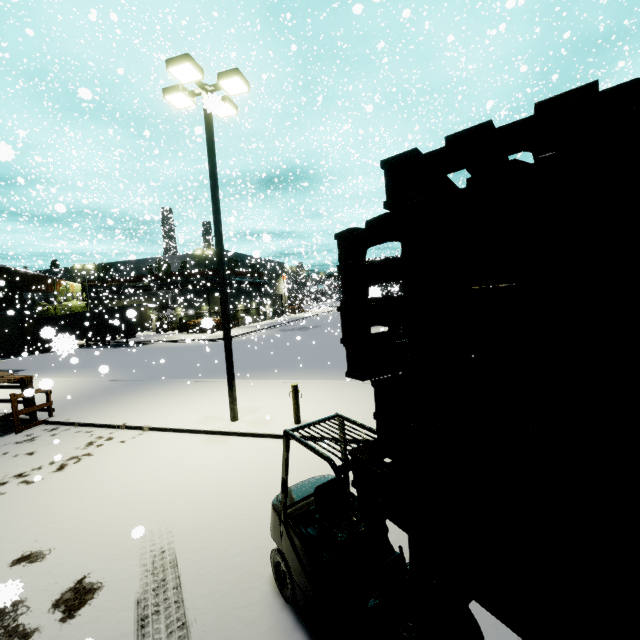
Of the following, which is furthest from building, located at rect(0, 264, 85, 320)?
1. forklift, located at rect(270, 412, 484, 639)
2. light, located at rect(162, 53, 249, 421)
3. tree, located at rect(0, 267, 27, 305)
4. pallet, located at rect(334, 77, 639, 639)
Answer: light, located at rect(162, 53, 249, 421)

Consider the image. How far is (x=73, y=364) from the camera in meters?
24.0

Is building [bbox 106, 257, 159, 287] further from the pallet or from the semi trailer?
the pallet

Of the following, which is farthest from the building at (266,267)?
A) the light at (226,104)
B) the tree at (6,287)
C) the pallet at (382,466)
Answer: the light at (226,104)

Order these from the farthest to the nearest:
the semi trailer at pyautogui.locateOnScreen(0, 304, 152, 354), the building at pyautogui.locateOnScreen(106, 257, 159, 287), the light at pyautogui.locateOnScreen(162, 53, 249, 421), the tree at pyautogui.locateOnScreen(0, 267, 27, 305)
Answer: the building at pyautogui.locateOnScreen(106, 257, 159, 287)
the tree at pyautogui.locateOnScreen(0, 267, 27, 305)
the light at pyautogui.locateOnScreen(162, 53, 249, 421)
the semi trailer at pyautogui.locateOnScreen(0, 304, 152, 354)

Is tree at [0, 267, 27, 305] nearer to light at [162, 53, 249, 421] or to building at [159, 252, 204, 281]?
building at [159, 252, 204, 281]

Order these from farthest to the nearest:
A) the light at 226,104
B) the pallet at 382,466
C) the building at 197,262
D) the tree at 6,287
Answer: the building at 197,262
the tree at 6,287
the light at 226,104
the pallet at 382,466

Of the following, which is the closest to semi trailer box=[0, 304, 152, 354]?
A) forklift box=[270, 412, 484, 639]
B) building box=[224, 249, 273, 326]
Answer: building box=[224, 249, 273, 326]
